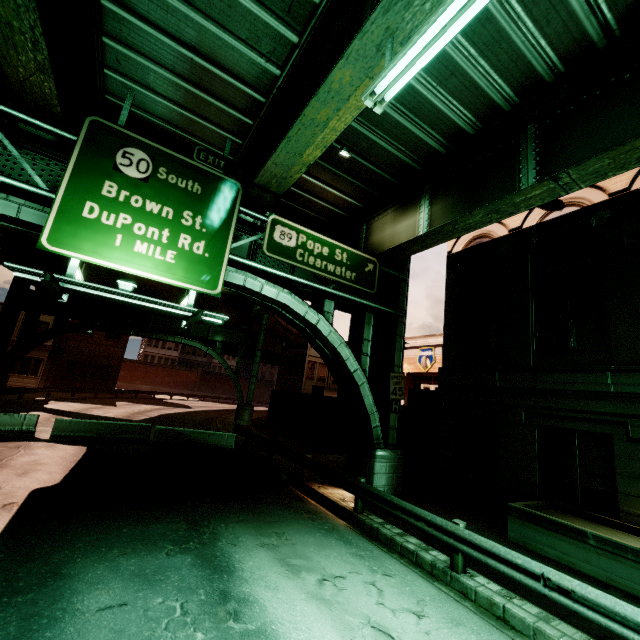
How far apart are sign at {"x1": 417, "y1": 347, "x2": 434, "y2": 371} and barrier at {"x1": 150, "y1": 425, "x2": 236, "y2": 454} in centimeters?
1961cm

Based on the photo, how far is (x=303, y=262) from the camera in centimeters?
1108cm

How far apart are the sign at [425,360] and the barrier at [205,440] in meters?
19.6 m

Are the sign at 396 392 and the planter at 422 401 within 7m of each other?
yes

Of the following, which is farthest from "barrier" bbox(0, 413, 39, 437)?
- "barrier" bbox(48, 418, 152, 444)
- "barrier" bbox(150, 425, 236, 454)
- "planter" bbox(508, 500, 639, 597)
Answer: "planter" bbox(508, 500, 639, 597)

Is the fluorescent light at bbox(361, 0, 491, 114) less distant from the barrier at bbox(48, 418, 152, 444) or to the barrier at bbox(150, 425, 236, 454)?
the barrier at bbox(150, 425, 236, 454)

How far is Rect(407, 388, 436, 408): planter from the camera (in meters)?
16.80
